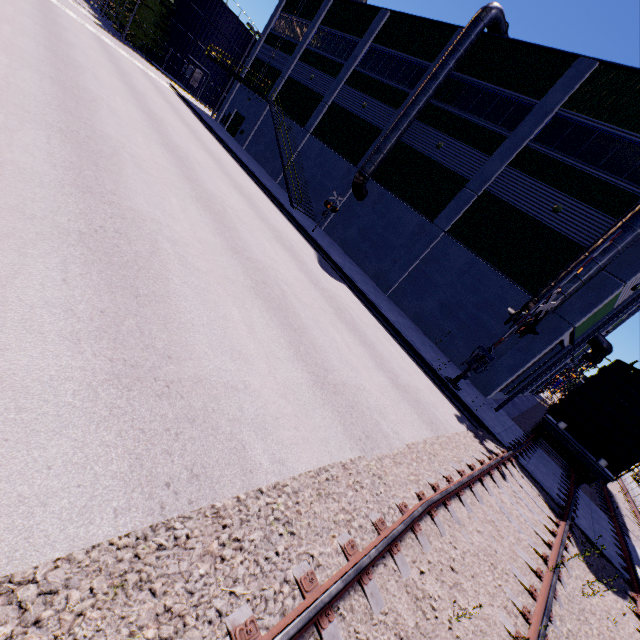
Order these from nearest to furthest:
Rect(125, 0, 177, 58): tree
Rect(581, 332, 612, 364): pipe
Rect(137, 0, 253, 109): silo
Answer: Rect(581, 332, 612, 364): pipe < Rect(125, 0, 177, 58): tree < Rect(137, 0, 253, 109): silo

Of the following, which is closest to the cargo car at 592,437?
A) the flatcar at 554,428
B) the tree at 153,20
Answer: the flatcar at 554,428

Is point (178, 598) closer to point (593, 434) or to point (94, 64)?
point (593, 434)

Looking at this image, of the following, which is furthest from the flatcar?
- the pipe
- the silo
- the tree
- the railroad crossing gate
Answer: the silo

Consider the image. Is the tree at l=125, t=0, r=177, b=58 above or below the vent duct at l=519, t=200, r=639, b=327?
below

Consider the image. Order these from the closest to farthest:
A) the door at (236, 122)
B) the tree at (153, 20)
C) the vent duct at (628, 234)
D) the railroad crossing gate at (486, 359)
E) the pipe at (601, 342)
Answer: the railroad crossing gate at (486, 359), the vent duct at (628, 234), the pipe at (601, 342), the door at (236, 122), the tree at (153, 20)

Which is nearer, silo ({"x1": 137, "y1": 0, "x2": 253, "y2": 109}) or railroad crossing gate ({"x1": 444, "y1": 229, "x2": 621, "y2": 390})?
railroad crossing gate ({"x1": 444, "y1": 229, "x2": 621, "y2": 390})

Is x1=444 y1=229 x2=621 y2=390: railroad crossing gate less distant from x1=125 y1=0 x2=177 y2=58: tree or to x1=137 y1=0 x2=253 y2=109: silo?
x1=125 y1=0 x2=177 y2=58: tree
